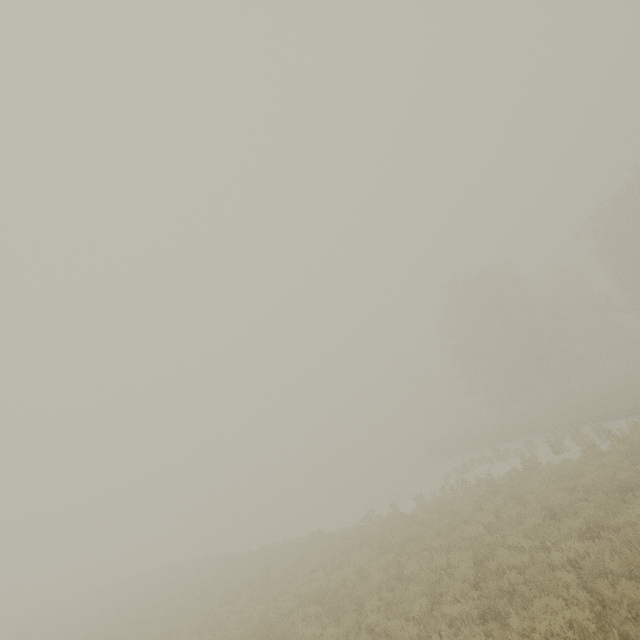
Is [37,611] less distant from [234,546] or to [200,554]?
[200,554]
